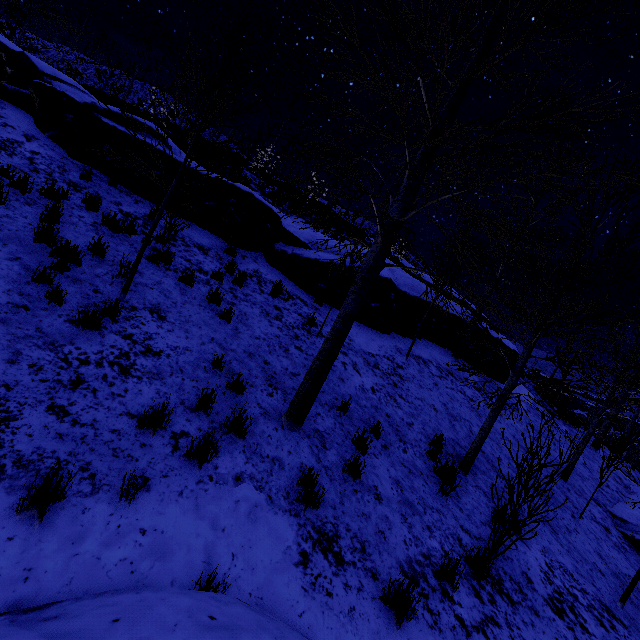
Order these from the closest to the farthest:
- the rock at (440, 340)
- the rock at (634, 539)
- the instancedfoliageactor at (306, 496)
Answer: the instancedfoliageactor at (306, 496)
the rock at (634, 539)
the rock at (440, 340)

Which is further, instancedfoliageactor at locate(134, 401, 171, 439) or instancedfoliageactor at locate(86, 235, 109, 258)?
instancedfoliageactor at locate(86, 235, 109, 258)

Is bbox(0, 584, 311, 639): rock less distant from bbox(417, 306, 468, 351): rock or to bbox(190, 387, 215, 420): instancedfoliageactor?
bbox(190, 387, 215, 420): instancedfoliageactor

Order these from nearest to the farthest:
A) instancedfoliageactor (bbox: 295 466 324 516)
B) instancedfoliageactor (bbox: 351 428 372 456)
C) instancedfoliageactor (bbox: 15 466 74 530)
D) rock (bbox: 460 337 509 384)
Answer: instancedfoliageactor (bbox: 15 466 74 530)
instancedfoliageactor (bbox: 295 466 324 516)
instancedfoliageactor (bbox: 351 428 372 456)
rock (bbox: 460 337 509 384)

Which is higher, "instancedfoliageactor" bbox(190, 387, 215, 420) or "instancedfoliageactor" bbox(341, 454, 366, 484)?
"instancedfoliageactor" bbox(190, 387, 215, 420)

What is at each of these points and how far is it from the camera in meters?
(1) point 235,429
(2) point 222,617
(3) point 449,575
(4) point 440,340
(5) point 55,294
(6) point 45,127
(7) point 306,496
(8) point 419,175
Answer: Result:
(1) instancedfoliageactor, 4.3
(2) rock, 1.9
(3) instancedfoliageactor, 4.1
(4) rock, 12.7
(5) instancedfoliageactor, 4.5
(6) rock, 8.2
(7) instancedfoliageactor, 3.9
(8) instancedfoliageactor, 3.8

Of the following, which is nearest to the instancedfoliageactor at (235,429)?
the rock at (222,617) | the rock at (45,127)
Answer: the rock at (45,127)

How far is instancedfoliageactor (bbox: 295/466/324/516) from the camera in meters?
3.9 m
